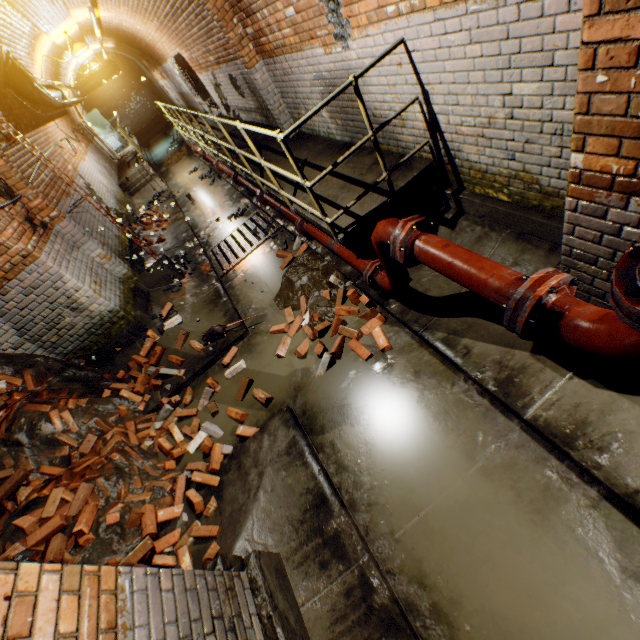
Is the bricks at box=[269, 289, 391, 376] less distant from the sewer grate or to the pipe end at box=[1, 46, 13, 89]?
the sewer grate

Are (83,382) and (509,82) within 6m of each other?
no

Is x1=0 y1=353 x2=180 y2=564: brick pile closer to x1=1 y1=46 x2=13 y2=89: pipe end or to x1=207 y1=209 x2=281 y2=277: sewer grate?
x1=207 y1=209 x2=281 y2=277: sewer grate

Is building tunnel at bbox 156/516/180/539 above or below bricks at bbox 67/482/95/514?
Result: below

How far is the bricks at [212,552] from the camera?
2.8 meters

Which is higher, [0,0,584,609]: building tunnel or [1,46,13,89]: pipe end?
[1,46,13,89]: pipe end

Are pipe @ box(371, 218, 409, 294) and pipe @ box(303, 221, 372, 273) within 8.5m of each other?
yes

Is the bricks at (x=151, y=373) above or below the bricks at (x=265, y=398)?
above
